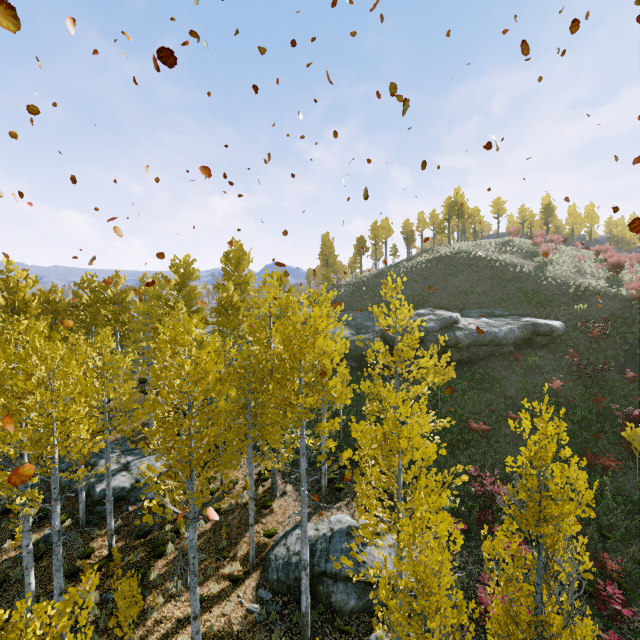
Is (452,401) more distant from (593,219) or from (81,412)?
(593,219)

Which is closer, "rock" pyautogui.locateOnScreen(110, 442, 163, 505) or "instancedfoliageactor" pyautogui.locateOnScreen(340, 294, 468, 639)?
"instancedfoliageactor" pyautogui.locateOnScreen(340, 294, 468, 639)

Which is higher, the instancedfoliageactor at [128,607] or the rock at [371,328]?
the rock at [371,328]

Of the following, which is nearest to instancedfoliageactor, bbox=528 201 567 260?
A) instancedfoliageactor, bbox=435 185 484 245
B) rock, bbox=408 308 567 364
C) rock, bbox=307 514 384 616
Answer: rock, bbox=307 514 384 616

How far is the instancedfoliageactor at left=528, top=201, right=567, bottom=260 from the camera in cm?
3403

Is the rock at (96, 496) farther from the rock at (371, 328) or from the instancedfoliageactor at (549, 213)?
the rock at (371, 328)

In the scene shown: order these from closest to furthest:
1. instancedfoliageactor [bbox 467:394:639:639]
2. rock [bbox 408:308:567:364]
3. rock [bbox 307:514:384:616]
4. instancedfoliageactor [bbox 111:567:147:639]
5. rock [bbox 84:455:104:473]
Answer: instancedfoliageactor [bbox 467:394:639:639] < instancedfoliageactor [bbox 111:567:147:639] < rock [bbox 307:514:384:616] < rock [bbox 84:455:104:473] < rock [bbox 408:308:567:364]

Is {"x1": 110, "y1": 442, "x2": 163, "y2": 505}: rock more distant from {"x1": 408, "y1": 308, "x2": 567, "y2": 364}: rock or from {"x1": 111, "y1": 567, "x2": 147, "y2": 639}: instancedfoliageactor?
{"x1": 408, "y1": 308, "x2": 567, "y2": 364}: rock
